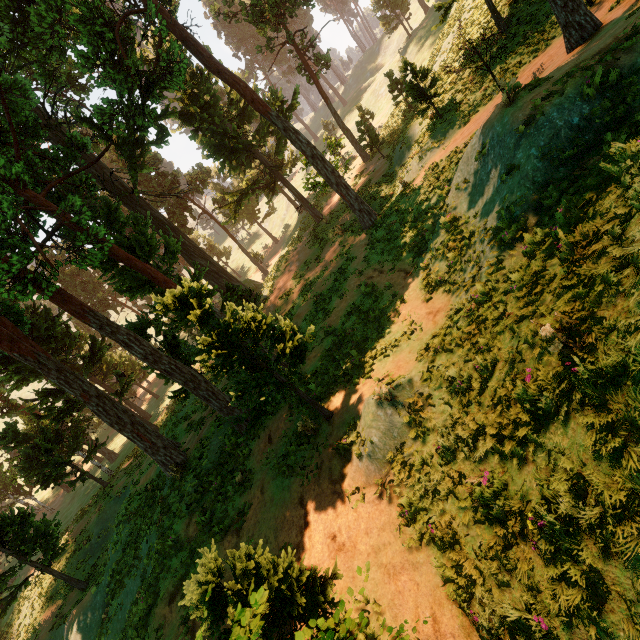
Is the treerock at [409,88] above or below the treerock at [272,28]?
below

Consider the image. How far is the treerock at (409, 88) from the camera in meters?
16.8

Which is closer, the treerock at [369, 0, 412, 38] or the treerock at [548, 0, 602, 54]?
the treerock at [548, 0, 602, 54]

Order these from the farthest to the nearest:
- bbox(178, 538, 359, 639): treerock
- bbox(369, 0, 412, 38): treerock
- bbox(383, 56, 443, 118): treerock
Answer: bbox(369, 0, 412, 38): treerock, bbox(383, 56, 443, 118): treerock, bbox(178, 538, 359, 639): treerock

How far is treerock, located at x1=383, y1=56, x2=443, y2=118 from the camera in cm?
1684

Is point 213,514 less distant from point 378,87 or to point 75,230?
point 75,230
